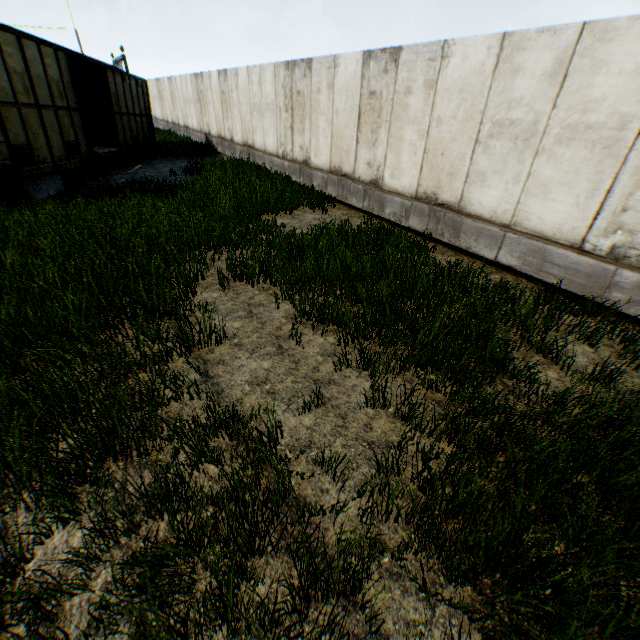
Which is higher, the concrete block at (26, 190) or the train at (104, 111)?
the train at (104, 111)

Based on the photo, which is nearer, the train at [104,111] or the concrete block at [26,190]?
the train at [104,111]

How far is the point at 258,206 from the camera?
8.9 meters

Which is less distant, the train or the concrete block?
the train

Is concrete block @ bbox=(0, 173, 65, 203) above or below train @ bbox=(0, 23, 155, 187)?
below
